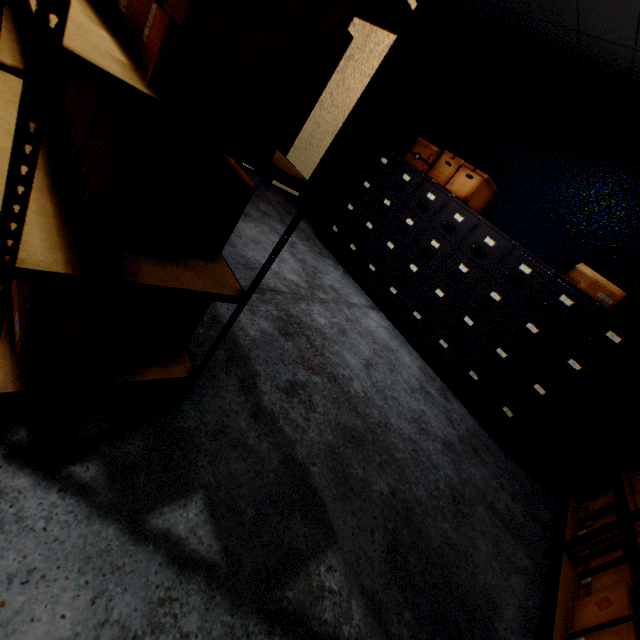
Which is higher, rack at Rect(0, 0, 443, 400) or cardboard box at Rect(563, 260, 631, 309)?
Result: cardboard box at Rect(563, 260, 631, 309)

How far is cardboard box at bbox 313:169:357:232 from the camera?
4.25m

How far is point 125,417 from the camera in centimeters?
110cm

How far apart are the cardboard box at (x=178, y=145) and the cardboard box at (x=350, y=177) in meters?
2.7

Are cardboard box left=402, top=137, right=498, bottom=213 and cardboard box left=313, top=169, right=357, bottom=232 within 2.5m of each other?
yes

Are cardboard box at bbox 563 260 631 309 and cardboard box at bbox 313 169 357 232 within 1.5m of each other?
no

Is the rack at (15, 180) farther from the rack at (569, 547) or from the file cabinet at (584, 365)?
the file cabinet at (584, 365)

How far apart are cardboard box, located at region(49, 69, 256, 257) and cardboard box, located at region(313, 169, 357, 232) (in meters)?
2.72
